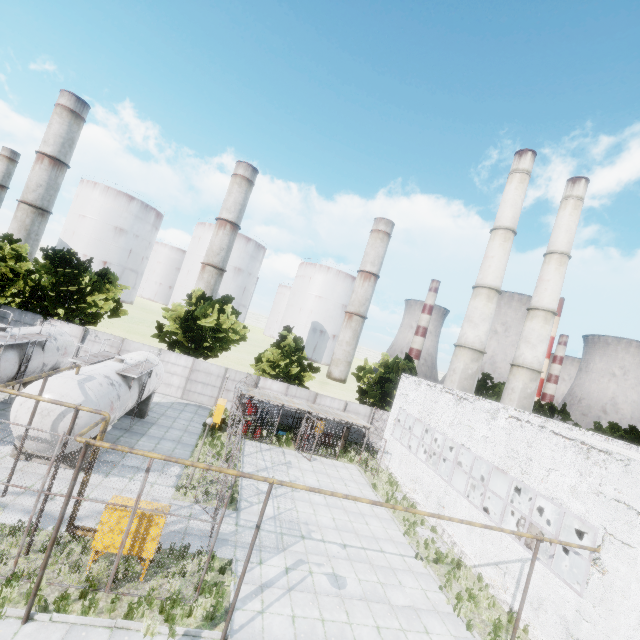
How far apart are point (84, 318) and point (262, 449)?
19.76m

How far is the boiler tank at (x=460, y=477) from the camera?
24.63m

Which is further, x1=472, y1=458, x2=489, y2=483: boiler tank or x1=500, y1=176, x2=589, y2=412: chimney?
x1=500, y1=176, x2=589, y2=412: chimney

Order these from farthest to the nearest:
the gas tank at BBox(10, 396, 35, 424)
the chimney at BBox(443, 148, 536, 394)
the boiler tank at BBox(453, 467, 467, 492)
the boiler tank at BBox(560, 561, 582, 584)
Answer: the chimney at BBox(443, 148, 536, 394) → the boiler tank at BBox(453, 467, 467, 492) → the boiler tank at BBox(560, 561, 582, 584) → the gas tank at BBox(10, 396, 35, 424)

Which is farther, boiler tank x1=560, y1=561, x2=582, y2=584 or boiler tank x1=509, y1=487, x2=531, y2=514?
boiler tank x1=509, y1=487, x2=531, y2=514

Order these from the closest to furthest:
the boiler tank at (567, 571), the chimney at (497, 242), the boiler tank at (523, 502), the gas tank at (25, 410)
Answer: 1. the gas tank at (25, 410)
2. the boiler tank at (567, 571)
3. the boiler tank at (523, 502)
4. the chimney at (497, 242)

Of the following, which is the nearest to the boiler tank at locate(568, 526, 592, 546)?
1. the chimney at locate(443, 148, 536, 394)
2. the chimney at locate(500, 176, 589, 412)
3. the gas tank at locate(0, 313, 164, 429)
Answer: the chimney at locate(443, 148, 536, 394)
